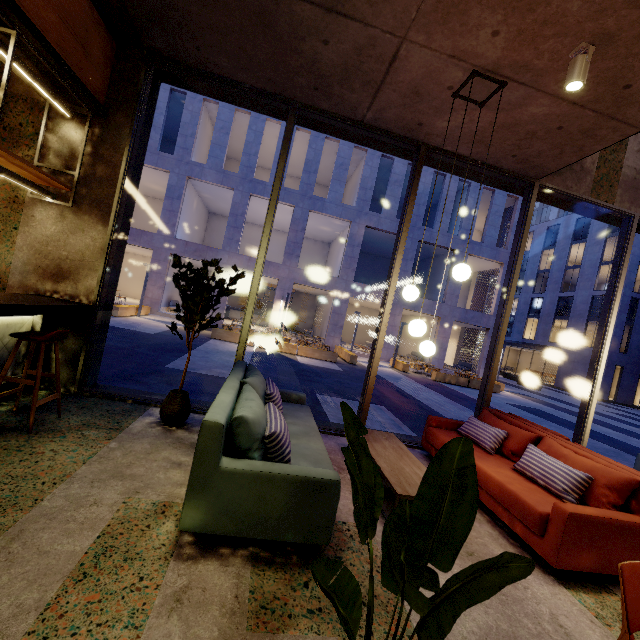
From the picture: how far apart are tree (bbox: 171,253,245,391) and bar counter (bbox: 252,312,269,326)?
23.3 meters

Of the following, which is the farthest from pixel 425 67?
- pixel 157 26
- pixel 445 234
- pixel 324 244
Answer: pixel 324 244

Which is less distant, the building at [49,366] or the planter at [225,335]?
the building at [49,366]

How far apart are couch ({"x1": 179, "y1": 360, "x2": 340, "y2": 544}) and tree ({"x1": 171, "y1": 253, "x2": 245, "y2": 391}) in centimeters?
55cm

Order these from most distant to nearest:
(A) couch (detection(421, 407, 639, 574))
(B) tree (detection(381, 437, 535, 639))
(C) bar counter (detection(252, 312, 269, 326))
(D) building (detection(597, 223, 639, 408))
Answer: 1. (D) building (detection(597, 223, 639, 408))
2. (C) bar counter (detection(252, 312, 269, 326))
3. (A) couch (detection(421, 407, 639, 574))
4. (B) tree (detection(381, 437, 535, 639))

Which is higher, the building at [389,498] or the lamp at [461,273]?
the lamp at [461,273]

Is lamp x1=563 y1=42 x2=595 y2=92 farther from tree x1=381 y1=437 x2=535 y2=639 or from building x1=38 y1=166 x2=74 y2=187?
tree x1=381 y1=437 x2=535 y2=639

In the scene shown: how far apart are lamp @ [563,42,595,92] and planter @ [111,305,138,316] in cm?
1711
